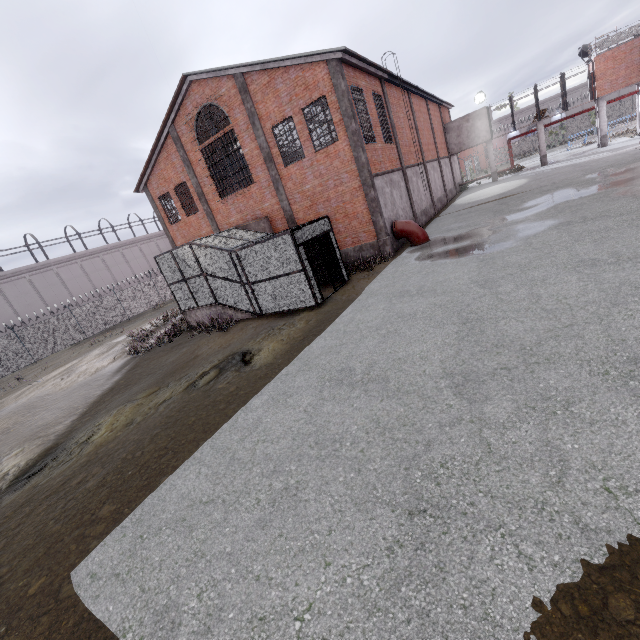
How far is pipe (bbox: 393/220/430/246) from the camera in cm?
1655

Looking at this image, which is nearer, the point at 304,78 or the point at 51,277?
the point at 304,78

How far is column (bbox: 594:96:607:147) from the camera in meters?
27.6

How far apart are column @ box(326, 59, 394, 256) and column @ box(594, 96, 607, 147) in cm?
2723

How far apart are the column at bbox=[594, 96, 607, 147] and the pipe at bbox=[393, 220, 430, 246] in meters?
25.2 m

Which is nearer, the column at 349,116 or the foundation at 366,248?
the column at 349,116

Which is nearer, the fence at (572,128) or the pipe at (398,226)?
the pipe at (398,226)

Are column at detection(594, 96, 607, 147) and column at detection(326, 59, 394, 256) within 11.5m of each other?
no
